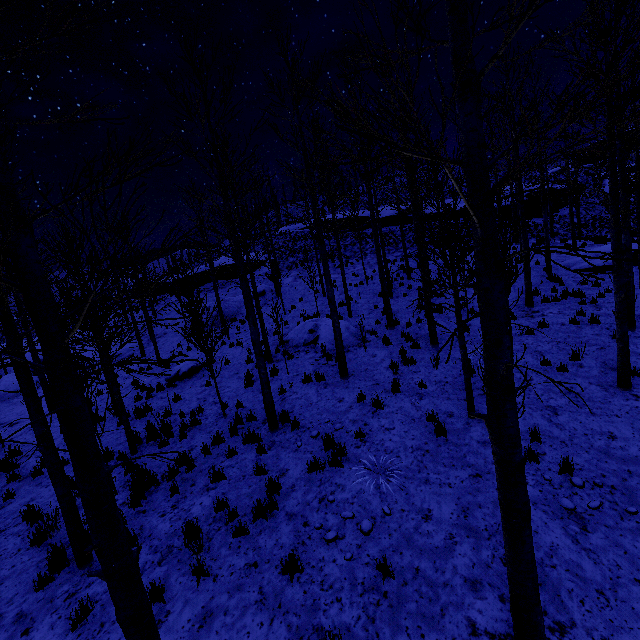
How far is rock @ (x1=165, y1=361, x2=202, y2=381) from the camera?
14.0 meters

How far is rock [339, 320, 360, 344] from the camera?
13.6 meters

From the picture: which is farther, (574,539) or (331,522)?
(331,522)

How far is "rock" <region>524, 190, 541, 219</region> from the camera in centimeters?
3347cm

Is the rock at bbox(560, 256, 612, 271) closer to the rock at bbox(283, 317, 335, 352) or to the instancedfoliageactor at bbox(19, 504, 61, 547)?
the rock at bbox(283, 317, 335, 352)

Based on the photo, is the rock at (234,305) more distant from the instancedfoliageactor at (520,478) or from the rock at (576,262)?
the rock at (576,262)

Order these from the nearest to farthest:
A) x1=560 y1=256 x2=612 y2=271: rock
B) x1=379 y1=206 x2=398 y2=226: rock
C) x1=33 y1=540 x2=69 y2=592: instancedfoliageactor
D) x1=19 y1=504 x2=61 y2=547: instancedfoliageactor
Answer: x1=33 y1=540 x2=69 y2=592: instancedfoliageactor
x1=19 y1=504 x2=61 y2=547: instancedfoliageactor
x1=560 y1=256 x2=612 y2=271: rock
x1=379 y1=206 x2=398 y2=226: rock

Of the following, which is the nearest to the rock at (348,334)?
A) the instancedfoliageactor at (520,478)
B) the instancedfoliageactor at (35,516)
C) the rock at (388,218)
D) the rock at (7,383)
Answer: the instancedfoliageactor at (520,478)
